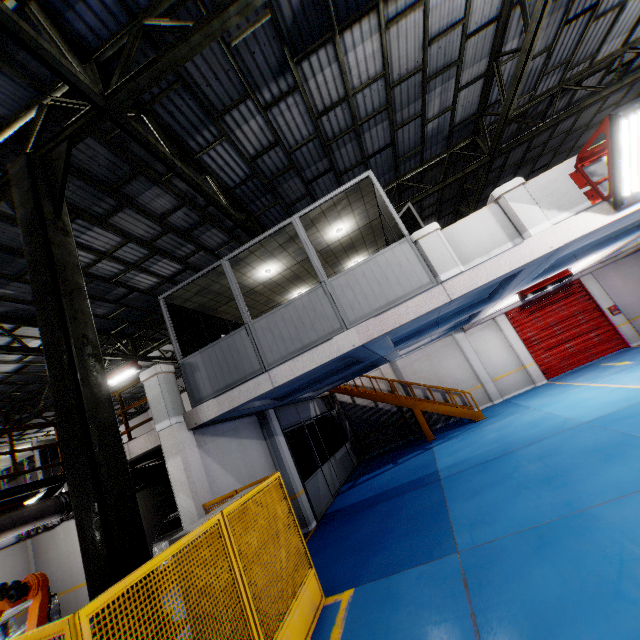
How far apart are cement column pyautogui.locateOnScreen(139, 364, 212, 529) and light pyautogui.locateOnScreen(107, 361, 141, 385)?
6.2m

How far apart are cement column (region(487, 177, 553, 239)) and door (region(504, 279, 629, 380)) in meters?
11.6

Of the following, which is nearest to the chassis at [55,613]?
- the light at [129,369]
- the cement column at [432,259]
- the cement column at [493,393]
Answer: the light at [129,369]

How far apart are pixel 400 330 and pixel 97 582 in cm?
690

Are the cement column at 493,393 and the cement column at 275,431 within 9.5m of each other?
no

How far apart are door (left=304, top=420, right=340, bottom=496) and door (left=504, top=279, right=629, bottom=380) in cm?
1095

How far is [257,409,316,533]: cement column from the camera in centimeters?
977cm

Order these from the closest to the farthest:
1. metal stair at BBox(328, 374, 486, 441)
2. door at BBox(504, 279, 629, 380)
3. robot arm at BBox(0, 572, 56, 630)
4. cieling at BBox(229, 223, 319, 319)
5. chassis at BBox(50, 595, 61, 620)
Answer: robot arm at BBox(0, 572, 56, 630) < chassis at BBox(50, 595, 61, 620) < cieling at BBox(229, 223, 319, 319) < metal stair at BBox(328, 374, 486, 441) < door at BBox(504, 279, 629, 380)
